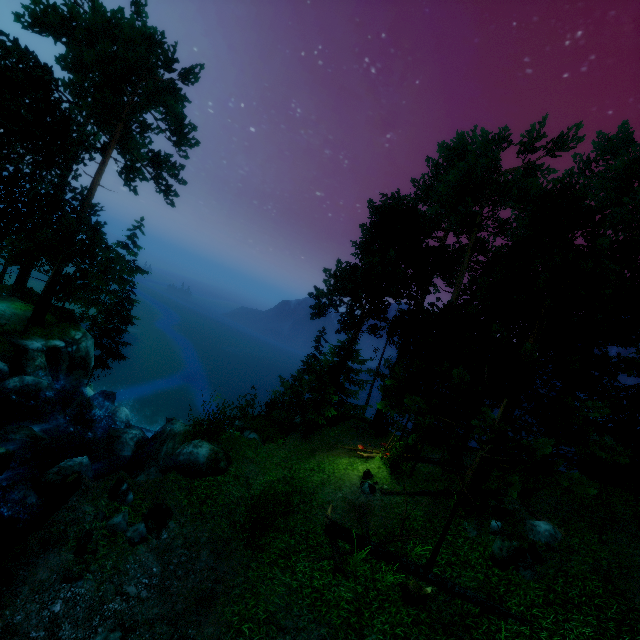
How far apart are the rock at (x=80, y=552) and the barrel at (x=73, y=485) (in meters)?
4.65

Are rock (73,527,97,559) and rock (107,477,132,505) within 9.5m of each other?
yes

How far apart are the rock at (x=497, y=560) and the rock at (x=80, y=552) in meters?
11.4 m

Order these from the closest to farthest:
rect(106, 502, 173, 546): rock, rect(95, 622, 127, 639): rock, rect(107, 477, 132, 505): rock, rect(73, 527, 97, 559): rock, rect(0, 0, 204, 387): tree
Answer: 1. rect(95, 622, 127, 639): rock
2. rect(73, 527, 97, 559): rock
3. rect(106, 502, 173, 546): rock
4. rect(107, 477, 132, 505): rock
5. rect(0, 0, 204, 387): tree

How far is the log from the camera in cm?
884

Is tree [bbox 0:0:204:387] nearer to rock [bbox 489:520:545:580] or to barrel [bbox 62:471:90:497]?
rock [bbox 489:520:545:580]

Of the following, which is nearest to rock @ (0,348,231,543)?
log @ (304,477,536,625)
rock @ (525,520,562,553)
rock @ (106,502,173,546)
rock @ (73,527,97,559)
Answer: rock @ (106,502,173,546)

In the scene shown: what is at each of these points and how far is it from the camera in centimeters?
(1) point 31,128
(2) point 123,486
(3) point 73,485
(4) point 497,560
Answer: (1) tree, 2019cm
(2) rock, 962cm
(3) barrel, 1184cm
(4) rock, 1016cm
